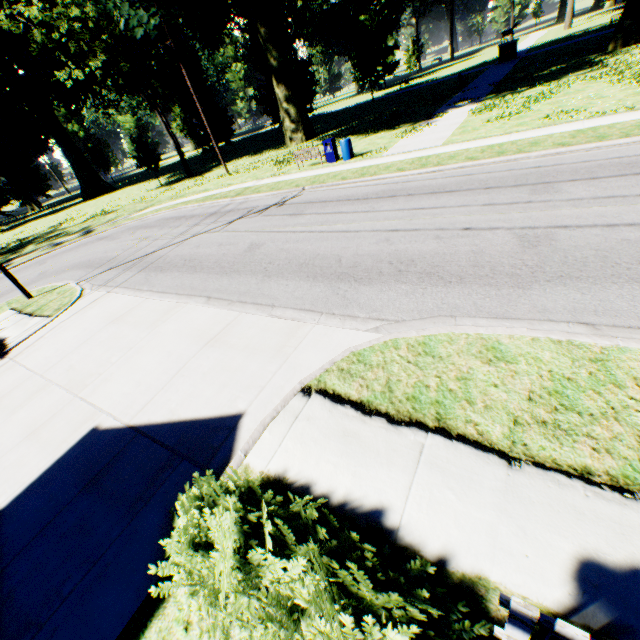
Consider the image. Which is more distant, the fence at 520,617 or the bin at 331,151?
the bin at 331,151

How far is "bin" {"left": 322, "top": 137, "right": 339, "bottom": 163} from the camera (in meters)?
17.92

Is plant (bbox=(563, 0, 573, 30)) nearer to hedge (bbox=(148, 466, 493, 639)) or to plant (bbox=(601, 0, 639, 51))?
plant (bbox=(601, 0, 639, 51))

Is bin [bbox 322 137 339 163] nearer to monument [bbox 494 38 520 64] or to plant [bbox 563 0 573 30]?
monument [bbox 494 38 520 64]

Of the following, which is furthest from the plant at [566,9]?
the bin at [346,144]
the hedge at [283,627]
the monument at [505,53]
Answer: the hedge at [283,627]

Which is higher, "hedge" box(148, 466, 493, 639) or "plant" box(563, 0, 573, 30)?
"plant" box(563, 0, 573, 30)

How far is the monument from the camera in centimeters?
3619cm

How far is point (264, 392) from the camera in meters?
5.2 m
